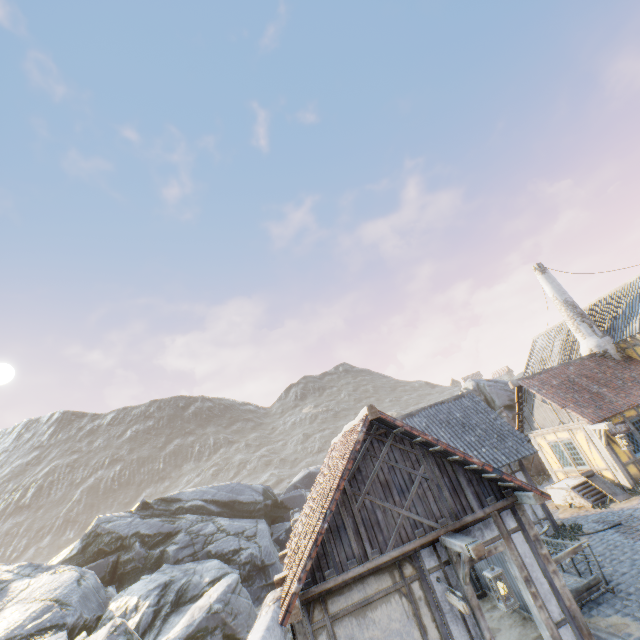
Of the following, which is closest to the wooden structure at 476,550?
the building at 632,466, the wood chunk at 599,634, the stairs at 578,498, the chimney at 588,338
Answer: the wood chunk at 599,634

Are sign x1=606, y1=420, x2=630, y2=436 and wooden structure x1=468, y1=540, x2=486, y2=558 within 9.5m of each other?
no

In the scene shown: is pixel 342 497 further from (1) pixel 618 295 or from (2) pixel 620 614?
(1) pixel 618 295

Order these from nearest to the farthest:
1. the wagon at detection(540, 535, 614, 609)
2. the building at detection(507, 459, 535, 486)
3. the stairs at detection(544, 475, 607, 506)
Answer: the wagon at detection(540, 535, 614, 609) → the building at detection(507, 459, 535, 486) → the stairs at detection(544, 475, 607, 506)

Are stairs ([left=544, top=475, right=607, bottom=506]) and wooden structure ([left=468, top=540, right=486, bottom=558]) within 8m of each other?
no

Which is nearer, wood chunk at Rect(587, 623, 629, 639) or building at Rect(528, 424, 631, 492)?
wood chunk at Rect(587, 623, 629, 639)

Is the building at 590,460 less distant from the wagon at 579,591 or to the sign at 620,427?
the sign at 620,427

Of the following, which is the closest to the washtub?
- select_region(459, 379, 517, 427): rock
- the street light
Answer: select_region(459, 379, 517, 427): rock
